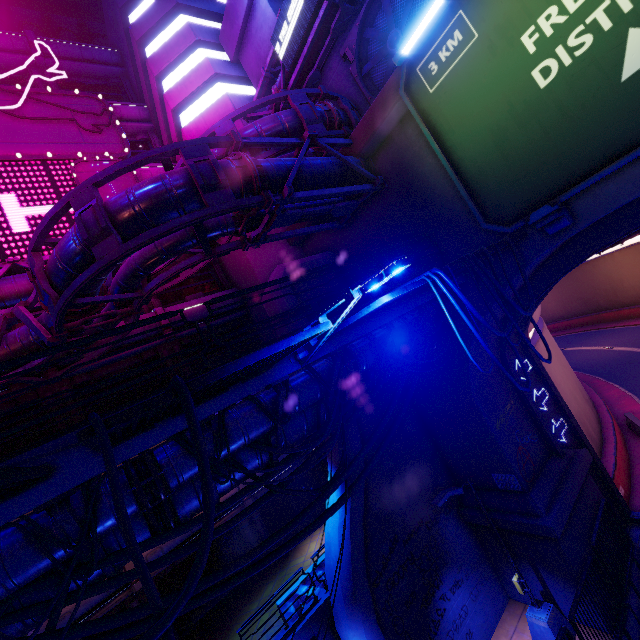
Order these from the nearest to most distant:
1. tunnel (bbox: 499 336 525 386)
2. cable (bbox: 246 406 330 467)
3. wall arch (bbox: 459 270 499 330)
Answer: cable (bbox: 246 406 330 467), wall arch (bbox: 459 270 499 330), tunnel (bbox: 499 336 525 386)

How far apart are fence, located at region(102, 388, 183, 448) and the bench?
13.81m

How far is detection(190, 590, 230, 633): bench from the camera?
13.27m

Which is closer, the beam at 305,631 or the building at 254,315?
the beam at 305,631

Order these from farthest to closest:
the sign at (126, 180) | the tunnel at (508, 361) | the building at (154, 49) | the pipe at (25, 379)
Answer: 1. the building at (154, 49)
2. the sign at (126, 180)
3. the tunnel at (508, 361)
4. the pipe at (25, 379)

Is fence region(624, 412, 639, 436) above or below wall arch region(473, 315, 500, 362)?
below

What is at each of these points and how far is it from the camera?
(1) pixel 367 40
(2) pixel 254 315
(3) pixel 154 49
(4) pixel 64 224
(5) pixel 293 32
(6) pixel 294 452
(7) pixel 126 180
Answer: (1) vent, 12.92m
(2) building, 19.20m
(3) building, 19.50m
(4) sign, 15.45m
(5) sign, 13.22m
(6) cable, 7.45m
(7) sign, 17.72m

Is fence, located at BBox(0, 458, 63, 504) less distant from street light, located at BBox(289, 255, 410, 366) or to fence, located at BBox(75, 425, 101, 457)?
fence, located at BBox(75, 425, 101, 457)
